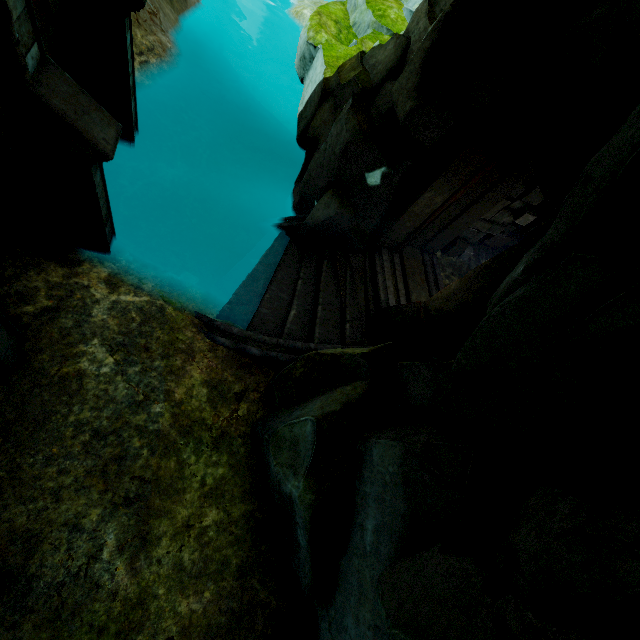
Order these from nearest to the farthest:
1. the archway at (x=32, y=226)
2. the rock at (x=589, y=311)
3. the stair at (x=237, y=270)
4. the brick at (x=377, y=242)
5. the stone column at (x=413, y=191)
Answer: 1. the rock at (x=589, y=311)
2. the stone column at (x=413, y=191)
3. the archway at (x=32, y=226)
4. the stair at (x=237, y=270)
5. the brick at (x=377, y=242)

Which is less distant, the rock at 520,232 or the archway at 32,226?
the archway at 32,226

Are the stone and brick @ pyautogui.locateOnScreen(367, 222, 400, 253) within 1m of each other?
no

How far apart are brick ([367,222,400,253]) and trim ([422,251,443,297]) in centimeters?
96cm

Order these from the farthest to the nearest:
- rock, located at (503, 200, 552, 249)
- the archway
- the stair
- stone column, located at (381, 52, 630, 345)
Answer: rock, located at (503, 200, 552, 249)
the stair
the archway
stone column, located at (381, 52, 630, 345)

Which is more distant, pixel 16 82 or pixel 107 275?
pixel 107 275

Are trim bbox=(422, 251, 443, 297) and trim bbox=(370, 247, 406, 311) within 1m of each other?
yes

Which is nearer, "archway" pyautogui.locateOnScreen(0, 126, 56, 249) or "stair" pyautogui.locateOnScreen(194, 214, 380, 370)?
"archway" pyautogui.locateOnScreen(0, 126, 56, 249)
